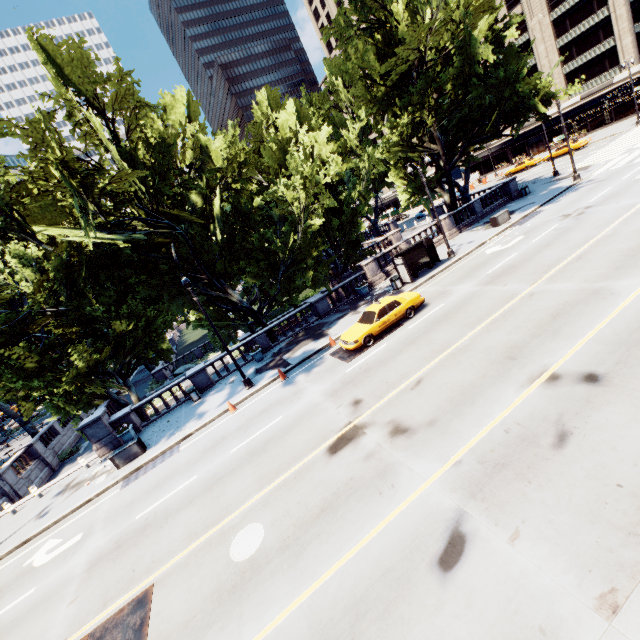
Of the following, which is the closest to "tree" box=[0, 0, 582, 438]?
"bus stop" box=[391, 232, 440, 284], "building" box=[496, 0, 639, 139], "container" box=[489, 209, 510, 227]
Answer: "bus stop" box=[391, 232, 440, 284]

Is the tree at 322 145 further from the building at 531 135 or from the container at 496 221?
the building at 531 135

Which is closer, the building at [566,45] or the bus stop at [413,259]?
the bus stop at [413,259]

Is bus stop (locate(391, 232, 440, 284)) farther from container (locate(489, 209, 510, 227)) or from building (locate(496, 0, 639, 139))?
building (locate(496, 0, 639, 139))

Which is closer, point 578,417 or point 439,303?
point 578,417

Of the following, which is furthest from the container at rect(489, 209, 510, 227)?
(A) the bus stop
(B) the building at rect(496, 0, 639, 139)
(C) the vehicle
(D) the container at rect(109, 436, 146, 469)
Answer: (B) the building at rect(496, 0, 639, 139)

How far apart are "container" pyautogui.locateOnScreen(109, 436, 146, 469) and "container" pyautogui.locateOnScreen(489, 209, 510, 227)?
29.3 meters

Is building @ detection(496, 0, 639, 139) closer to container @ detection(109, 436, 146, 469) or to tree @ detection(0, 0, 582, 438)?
tree @ detection(0, 0, 582, 438)
